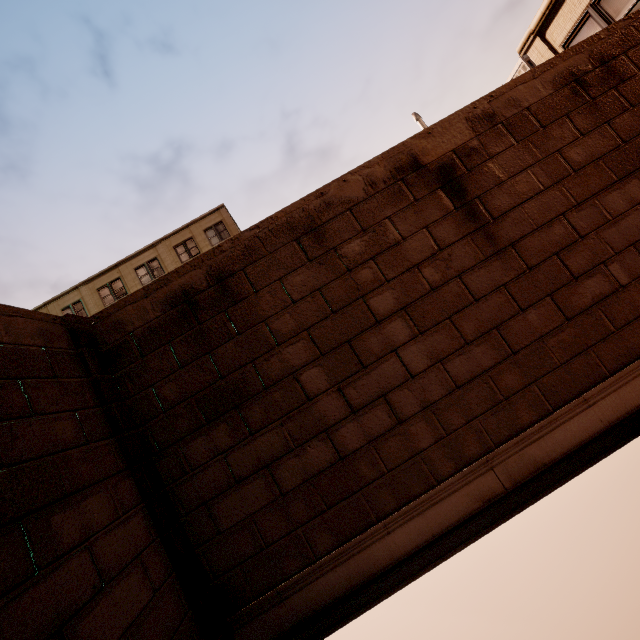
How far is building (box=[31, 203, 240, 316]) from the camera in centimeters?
2566cm

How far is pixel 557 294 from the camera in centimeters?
405cm

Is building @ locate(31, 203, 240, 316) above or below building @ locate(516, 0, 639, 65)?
above

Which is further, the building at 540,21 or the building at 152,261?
the building at 152,261

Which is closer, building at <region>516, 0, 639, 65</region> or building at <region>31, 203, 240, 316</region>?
building at <region>516, 0, 639, 65</region>

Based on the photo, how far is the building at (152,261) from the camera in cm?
2566
